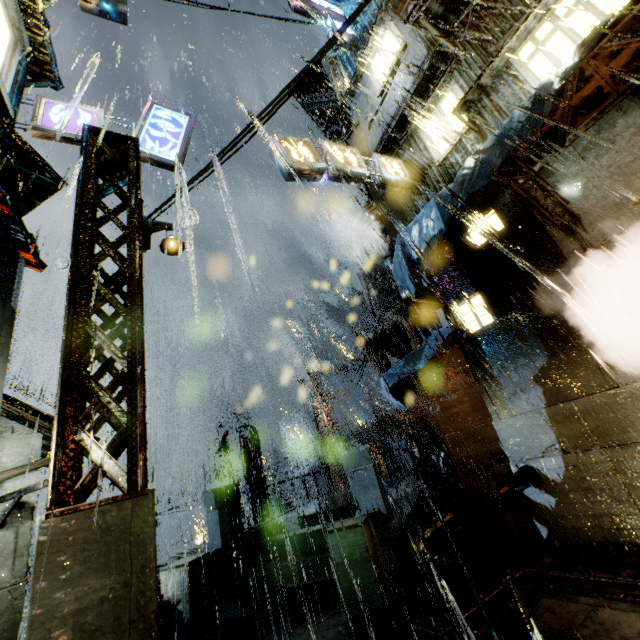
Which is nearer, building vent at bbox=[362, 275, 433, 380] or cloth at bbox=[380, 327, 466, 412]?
cloth at bbox=[380, 327, 466, 412]

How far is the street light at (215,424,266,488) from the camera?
20.7 meters

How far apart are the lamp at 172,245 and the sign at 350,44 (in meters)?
14.53

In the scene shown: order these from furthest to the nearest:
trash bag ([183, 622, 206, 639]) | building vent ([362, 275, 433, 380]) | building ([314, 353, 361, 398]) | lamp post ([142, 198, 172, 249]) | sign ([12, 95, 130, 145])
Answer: building ([314, 353, 361, 398]) < building vent ([362, 275, 433, 380]) < sign ([12, 95, 130, 145]) < lamp post ([142, 198, 172, 249]) < trash bag ([183, 622, 206, 639])

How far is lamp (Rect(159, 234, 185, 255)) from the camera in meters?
6.8

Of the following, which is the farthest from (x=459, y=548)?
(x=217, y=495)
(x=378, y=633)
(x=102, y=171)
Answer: (x=102, y=171)

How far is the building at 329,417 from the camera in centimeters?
2431cm

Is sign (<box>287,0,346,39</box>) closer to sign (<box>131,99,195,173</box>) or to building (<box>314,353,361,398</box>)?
building (<box>314,353,361,398</box>)
